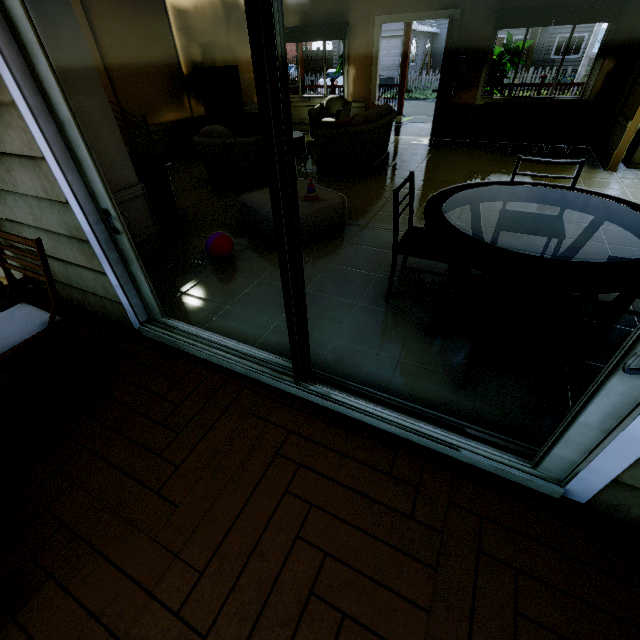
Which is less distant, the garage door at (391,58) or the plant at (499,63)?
the plant at (499,63)

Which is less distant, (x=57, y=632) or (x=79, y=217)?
(x=57, y=632)

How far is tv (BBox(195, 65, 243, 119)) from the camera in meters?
6.5

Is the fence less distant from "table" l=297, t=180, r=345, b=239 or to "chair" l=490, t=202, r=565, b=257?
"table" l=297, t=180, r=345, b=239

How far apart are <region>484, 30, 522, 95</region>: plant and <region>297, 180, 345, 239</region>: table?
5.9m

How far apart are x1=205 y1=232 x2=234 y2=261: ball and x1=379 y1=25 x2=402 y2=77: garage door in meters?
28.1 m

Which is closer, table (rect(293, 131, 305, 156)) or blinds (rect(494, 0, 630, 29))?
blinds (rect(494, 0, 630, 29))

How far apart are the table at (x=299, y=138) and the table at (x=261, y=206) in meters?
2.8
